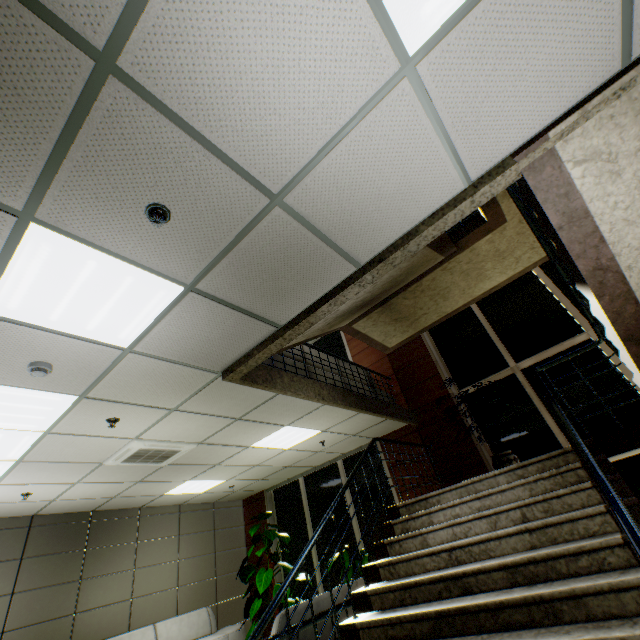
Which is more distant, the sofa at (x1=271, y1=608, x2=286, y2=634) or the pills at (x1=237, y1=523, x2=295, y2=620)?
the pills at (x1=237, y1=523, x2=295, y2=620)

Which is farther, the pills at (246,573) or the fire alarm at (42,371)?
the pills at (246,573)

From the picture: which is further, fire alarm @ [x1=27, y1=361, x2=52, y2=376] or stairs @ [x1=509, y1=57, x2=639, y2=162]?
fire alarm @ [x1=27, y1=361, x2=52, y2=376]

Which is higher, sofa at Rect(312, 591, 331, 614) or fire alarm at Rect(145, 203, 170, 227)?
fire alarm at Rect(145, 203, 170, 227)

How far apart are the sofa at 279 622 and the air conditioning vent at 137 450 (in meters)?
2.75

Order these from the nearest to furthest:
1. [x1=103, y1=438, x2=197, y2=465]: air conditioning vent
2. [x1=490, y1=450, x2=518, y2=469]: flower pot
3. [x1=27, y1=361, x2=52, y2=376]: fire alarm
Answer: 1. [x1=27, y1=361, x2=52, y2=376]: fire alarm
2. [x1=103, y1=438, x2=197, y2=465]: air conditioning vent
3. [x1=490, y1=450, x2=518, y2=469]: flower pot

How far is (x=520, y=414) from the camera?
6.03m

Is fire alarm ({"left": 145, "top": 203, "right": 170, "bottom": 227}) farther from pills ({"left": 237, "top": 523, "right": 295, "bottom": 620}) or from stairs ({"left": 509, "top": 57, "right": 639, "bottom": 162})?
pills ({"left": 237, "top": 523, "right": 295, "bottom": 620})
